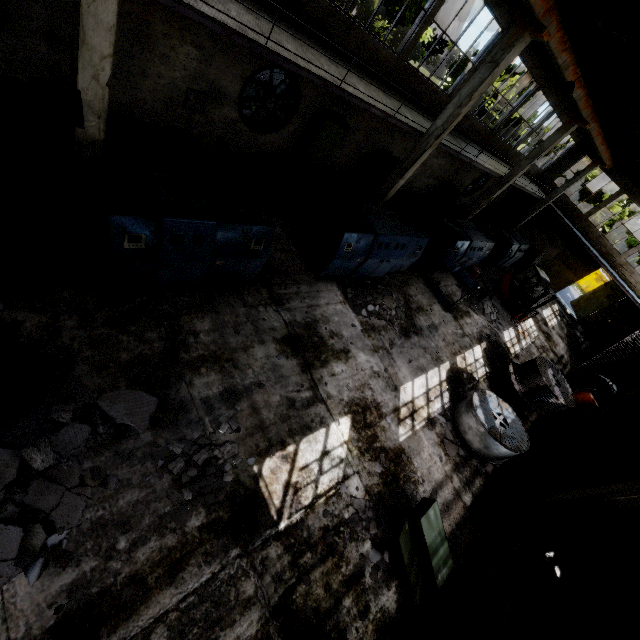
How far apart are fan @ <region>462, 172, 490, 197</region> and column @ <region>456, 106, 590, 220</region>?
4.01m

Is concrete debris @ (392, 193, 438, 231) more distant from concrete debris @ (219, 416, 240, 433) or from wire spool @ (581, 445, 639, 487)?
concrete debris @ (219, 416, 240, 433)

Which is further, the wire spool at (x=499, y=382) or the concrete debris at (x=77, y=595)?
the wire spool at (x=499, y=382)

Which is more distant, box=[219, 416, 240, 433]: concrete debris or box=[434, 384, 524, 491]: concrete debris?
box=[434, 384, 524, 491]: concrete debris

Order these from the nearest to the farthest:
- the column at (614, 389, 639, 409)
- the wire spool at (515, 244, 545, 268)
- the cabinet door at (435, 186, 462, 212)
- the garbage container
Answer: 1. the column at (614, 389, 639, 409)
2. the cabinet door at (435, 186, 462, 212)
3. the wire spool at (515, 244, 545, 268)
4. the garbage container

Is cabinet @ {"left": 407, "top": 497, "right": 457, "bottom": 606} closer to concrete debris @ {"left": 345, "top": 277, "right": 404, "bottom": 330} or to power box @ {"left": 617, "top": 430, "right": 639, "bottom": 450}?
concrete debris @ {"left": 345, "top": 277, "right": 404, "bottom": 330}

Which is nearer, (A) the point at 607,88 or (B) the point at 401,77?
(B) the point at 401,77

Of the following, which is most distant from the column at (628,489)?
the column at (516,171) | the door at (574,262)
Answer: the door at (574,262)
